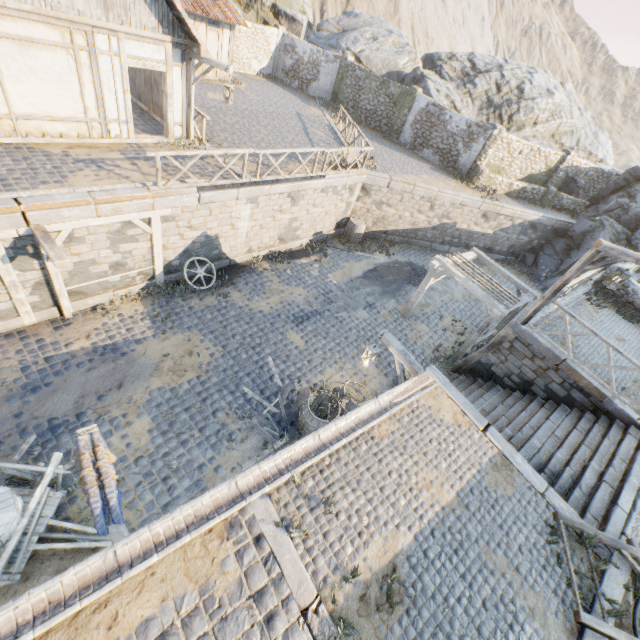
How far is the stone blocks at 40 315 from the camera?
8.9 meters

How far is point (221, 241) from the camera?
12.04m

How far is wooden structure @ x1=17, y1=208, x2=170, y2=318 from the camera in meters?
7.1

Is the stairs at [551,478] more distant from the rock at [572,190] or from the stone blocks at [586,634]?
the rock at [572,190]

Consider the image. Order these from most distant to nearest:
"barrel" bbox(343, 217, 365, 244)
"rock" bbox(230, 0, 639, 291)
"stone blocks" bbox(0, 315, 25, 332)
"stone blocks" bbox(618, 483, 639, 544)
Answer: "rock" bbox(230, 0, 639, 291) < "barrel" bbox(343, 217, 365, 244) < "stone blocks" bbox(0, 315, 25, 332) < "stone blocks" bbox(618, 483, 639, 544)

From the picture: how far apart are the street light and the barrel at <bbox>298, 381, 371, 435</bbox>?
1.2 meters

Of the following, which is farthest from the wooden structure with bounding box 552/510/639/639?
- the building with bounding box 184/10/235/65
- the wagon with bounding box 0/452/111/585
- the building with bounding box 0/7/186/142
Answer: the building with bounding box 184/10/235/65

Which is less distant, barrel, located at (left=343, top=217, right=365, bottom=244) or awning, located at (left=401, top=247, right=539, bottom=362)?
awning, located at (left=401, top=247, right=539, bottom=362)
